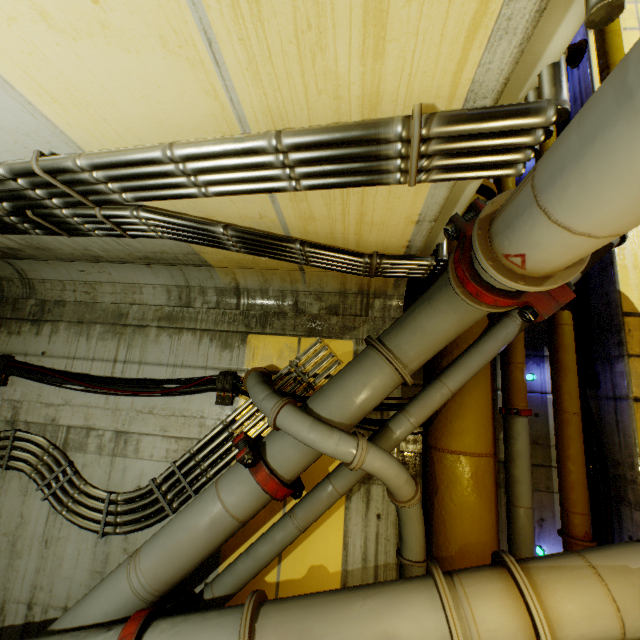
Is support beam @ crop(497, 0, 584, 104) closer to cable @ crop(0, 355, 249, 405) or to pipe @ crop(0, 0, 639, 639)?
pipe @ crop(0, 0, 639, 639)

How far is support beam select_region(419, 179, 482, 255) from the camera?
2.1 meters

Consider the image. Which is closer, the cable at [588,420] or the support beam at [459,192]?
the support beam at [459,192]

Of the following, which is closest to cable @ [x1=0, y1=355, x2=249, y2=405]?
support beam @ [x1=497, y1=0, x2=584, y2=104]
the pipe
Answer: the pipe

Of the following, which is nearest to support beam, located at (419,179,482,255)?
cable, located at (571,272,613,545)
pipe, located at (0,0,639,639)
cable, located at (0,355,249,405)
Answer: pipe, located at (0,0,639,639)

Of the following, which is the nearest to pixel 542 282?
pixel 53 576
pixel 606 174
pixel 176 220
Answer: pixel 606 174

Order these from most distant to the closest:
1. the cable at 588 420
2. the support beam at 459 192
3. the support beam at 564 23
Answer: the cable at 588 420, the support beam at 459 192, the support beam at 564 23

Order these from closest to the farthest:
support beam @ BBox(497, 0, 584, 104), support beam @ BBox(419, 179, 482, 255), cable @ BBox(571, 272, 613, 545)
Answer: support beam @ BBox(497, 0, 584, 104), support beam @ BBox(419, 179, 482, 255), cable @ BBox(571, 272, 613, 545)
